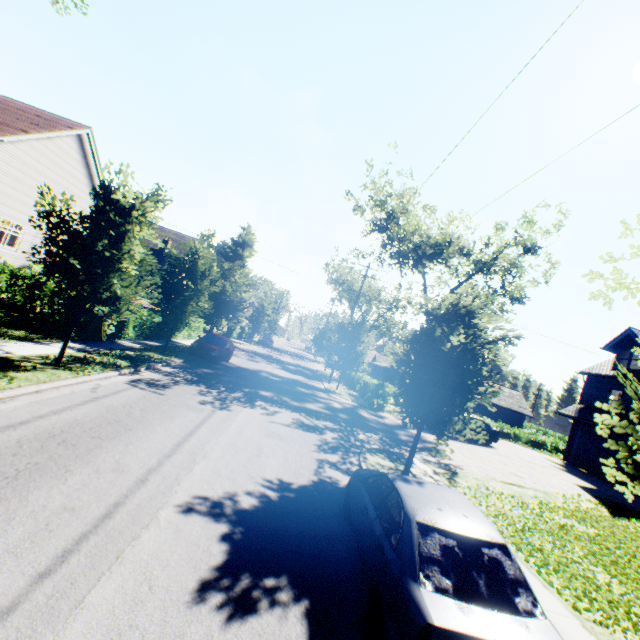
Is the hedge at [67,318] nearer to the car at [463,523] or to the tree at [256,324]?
the tree at [256,324]

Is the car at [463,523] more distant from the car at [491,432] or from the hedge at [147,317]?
the car at [491,432]

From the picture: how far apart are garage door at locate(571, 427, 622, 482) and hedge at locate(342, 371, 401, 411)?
13.6m

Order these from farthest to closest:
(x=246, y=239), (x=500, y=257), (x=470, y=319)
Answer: (x=246, y=239) < (x=500, y=257) < (x=470, y=319)

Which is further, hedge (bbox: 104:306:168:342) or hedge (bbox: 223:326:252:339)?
hedge (bbox: 223:326:252:339)

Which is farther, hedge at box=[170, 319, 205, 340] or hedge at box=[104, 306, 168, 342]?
hedge at box=[170, 319, 205, 340]

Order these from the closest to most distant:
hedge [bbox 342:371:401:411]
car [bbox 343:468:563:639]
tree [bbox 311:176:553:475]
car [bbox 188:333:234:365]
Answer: car [bbox 343:468:563:639], tree [bbox 311:176:553:475], car [bbox 188:333:234:365], hedge [bbox 342:371:401:411]

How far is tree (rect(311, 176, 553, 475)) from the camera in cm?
861
